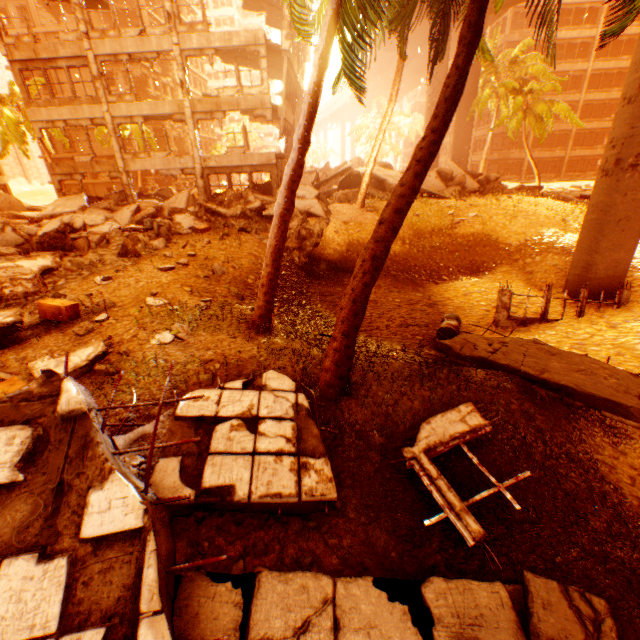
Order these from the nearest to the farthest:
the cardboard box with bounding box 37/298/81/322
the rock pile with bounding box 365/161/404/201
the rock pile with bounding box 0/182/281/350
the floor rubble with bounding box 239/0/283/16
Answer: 1. the cardboard box with bounding box 37/298/81/322
2. the rock pile with bounding box 0/182/281/350
3. the rock pile with bounding box 365/161/404/201
4. the floor rubble with bounding box 239/0/283/16

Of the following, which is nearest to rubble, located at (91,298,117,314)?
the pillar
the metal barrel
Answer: the pillar

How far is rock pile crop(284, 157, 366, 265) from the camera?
14.7m

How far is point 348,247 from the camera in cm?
1598

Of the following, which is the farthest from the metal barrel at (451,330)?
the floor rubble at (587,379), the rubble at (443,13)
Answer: the rubble at (443,13)

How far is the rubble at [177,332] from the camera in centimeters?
641cm

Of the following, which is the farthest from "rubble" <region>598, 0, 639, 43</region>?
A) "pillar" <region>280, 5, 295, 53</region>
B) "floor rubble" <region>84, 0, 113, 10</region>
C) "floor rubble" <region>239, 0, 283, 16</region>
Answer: "floor rubble" <region>239, 0, 283, 16</region>

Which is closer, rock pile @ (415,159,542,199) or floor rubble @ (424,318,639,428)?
floor rubble @ (424,318,639,428)
